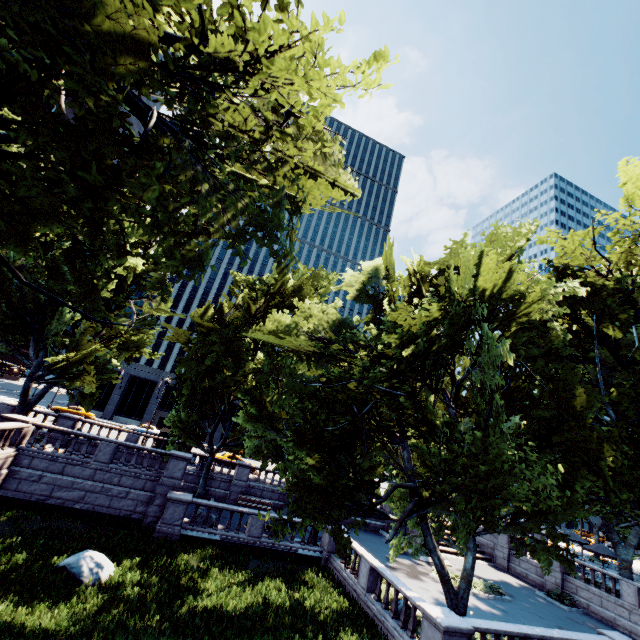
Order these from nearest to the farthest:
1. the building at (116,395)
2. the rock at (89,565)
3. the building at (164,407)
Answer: the rock at (89,565)
the building at (116,395)
the building at (164,407)

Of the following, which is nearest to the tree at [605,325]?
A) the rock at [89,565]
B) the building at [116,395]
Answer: the rock at [89,565]

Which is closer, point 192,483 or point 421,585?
point 421,585

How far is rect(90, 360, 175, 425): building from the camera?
53.6 meters

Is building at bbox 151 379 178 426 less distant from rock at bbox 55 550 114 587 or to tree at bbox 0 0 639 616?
tree at bbox 0 0 639 616

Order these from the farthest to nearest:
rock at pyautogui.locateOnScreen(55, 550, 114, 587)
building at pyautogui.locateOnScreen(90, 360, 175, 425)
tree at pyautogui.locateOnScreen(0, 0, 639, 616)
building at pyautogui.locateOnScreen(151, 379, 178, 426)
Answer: building at pyautogui.locateOnScreen(151, 379, 178, 426) → building at pyautogui.locateOnScreen(90, 360, 175, 425) → rock at pyautogui.locateOnScreen(55, 550, 114, 587) → tree at pyautogui.locateOnScreen(0, 0, 639, 616)
